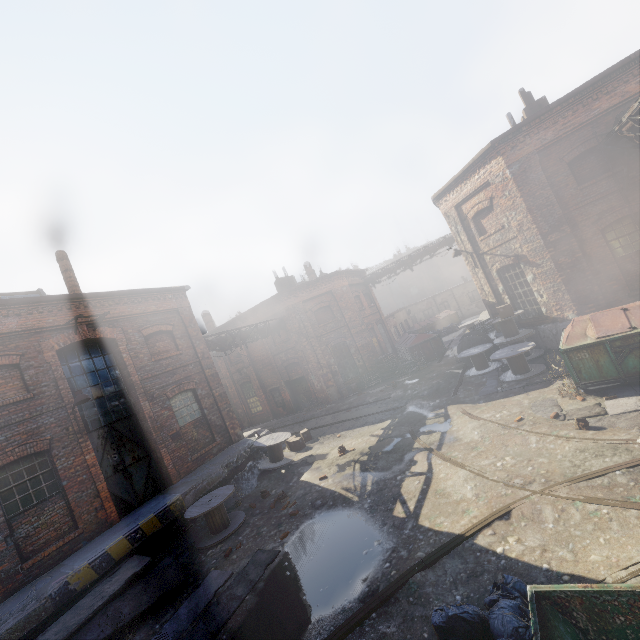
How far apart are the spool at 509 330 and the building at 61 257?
16.8 meters

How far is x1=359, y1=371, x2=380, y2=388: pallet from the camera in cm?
2062

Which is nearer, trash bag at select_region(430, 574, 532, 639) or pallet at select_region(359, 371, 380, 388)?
trash bag at select_region(430, 574, 532, 639)

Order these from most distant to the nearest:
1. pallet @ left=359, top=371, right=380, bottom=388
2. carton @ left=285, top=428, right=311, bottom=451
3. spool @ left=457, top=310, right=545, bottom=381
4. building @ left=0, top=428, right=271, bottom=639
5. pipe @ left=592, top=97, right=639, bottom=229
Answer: pallet @ left=359, top=371, right=380, bottom=388 → carton @ left=285, top=428, right=311, bottom=451 → spool @ left=457, top=310, right=545, bottom=381 → pipe @ left=592, top=97, right=639, bottom=229 → building @ left=0, top=428, right=271, bottom=639

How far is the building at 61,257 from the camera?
14.1 meters

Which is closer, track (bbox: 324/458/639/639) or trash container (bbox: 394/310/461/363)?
track (bbox: 324/458/639/639)

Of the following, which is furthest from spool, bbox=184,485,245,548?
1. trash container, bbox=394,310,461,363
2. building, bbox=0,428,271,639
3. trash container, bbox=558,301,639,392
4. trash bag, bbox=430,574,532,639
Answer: trash container, bbox=394,310,461,363

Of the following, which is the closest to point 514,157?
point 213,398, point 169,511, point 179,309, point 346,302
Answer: point 346,302
